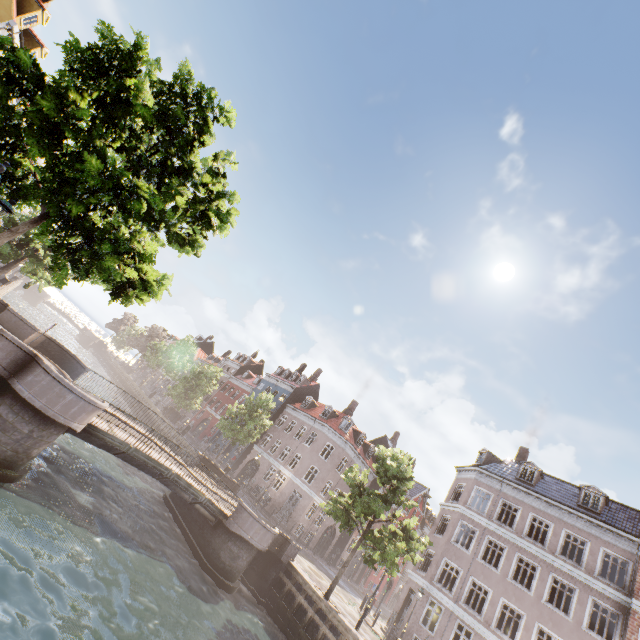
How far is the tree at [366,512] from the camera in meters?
18.3

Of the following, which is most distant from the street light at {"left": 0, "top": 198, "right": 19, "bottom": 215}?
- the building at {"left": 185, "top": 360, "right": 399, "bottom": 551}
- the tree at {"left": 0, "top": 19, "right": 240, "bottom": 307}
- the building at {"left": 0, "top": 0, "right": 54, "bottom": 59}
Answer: the building at {"left": 185, "top": 360, "right": 399, "bottom": 551}

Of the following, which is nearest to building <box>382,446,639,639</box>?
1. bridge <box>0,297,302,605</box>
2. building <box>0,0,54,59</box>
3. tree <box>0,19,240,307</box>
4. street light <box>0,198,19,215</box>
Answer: tree <box>0,19,240,307</box>

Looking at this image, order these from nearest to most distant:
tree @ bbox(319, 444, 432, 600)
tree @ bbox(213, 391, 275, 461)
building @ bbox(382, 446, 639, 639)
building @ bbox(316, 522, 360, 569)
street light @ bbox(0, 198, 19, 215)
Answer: street light @ bbox(0, 198, 19, 215), tree @ bbox(319, 444, 432, 600), building @ bbox(382, 446, 639, 639), tree @ bbox(213, 391, 275, 461), building @ bbox(316, 522, 360, 569)

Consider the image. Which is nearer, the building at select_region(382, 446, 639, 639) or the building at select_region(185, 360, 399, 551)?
the building at select_region(382, 446, 639, 639)

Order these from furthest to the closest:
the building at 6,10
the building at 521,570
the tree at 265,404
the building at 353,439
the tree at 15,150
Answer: the building at 353,439 → the tree at 265,404 → the building at 521,570 → the building at 6,10 → the tree at 15,150

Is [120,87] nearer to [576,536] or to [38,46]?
[38,46]
